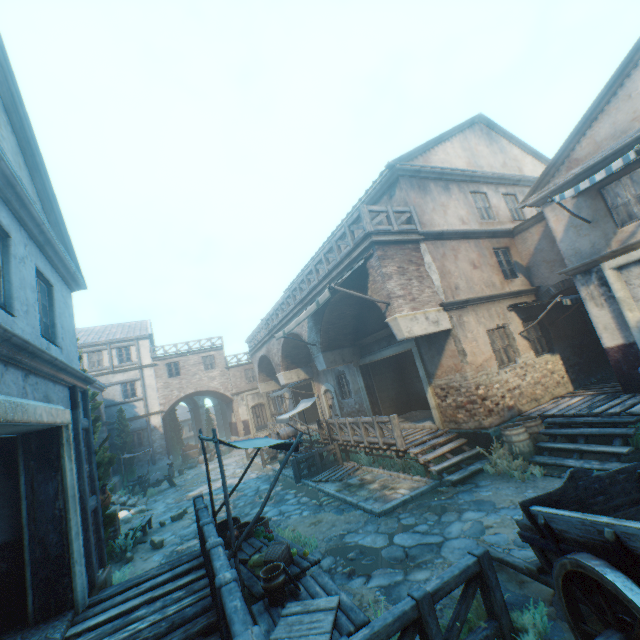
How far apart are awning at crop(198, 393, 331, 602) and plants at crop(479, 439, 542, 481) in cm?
554

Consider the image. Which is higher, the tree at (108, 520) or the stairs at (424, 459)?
the tree at (108, 520)

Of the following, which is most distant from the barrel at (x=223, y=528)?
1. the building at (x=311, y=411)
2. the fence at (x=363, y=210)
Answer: the building at (x=311, y=411)

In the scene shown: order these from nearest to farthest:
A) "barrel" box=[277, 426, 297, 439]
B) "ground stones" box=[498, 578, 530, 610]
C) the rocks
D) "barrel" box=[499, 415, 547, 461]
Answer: "ground stones" box=[498, 578, 530, 610] → "barrel" box=[499, 415, 547, 461] → the rocks → "barrel" box=[277, 426, 297, 439]

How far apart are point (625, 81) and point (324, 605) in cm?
1341

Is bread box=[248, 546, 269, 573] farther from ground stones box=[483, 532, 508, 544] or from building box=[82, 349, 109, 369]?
building box=[82, 349, 109, 369]

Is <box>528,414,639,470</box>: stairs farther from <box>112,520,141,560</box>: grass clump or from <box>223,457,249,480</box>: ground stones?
<box>112,520,141,560</box>: grass clump

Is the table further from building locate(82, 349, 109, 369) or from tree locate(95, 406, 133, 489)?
building locate(82, 349, 109, 369)
